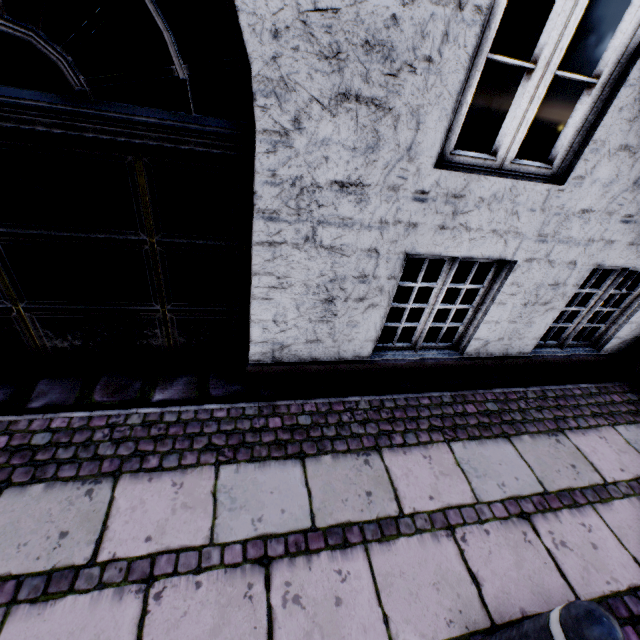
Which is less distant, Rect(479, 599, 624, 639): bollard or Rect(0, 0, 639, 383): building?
Rect(479, 599, 624, 639): bollard

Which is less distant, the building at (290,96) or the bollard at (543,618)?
the bollard at (543,618)

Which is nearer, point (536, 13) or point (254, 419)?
point (254, 419)
